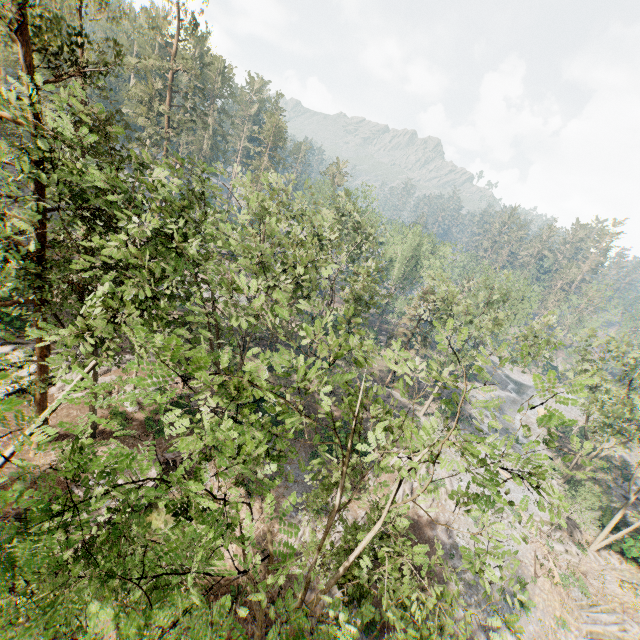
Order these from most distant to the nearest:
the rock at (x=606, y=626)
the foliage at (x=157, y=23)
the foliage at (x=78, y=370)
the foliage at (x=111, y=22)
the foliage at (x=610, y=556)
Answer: the foliage at (x=157, y=23)
the foliage at (x=610, y=556)
the foliage at (x=111, y=22)
the rock at (x=606, y=626)
the foliage at (x=78, y=370)

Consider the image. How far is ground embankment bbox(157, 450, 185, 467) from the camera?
22.1 meters

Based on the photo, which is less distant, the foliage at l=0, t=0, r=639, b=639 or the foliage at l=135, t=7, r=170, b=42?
the foliage at l=0, t=0, r=639, b=639

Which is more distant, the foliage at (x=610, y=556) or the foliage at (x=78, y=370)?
the foliage at (x=610, y=556)

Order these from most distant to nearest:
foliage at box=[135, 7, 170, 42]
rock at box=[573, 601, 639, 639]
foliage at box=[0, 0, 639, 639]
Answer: foliage at box=[135, 7, 170, 42]
rock at box=[573, 601, 639, 639]
foliage at box=[0, 0, 639, 639]

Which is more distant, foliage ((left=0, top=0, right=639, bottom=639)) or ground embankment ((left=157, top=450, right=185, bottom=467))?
ground embankment ((left=157, top=450, right=185, bottom=467))

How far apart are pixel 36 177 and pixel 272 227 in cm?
1033
